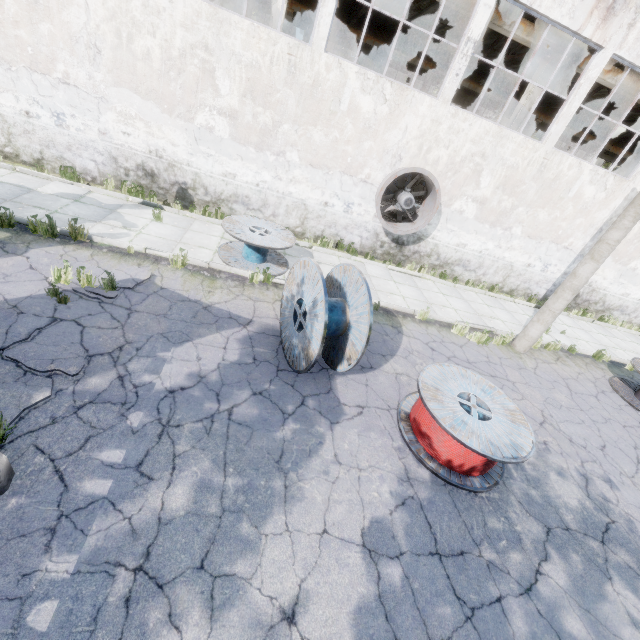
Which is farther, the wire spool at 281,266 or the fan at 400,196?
the fan at 400,196

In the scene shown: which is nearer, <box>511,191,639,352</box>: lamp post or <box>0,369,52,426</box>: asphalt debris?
<box>0,369,52,426</box>: asphalt debris

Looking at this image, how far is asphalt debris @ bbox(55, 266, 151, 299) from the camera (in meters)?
6.05

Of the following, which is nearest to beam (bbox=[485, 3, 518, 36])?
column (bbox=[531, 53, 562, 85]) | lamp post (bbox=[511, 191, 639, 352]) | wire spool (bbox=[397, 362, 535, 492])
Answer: column (bbox=[531, 53, 562, 85])

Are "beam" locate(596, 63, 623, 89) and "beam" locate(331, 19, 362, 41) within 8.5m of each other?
no

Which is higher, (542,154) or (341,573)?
(542,154)

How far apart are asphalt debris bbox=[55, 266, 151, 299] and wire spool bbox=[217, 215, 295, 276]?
2.0m

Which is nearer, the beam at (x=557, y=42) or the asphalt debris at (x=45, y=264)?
the asphalt debris at (x=45, y=264)
